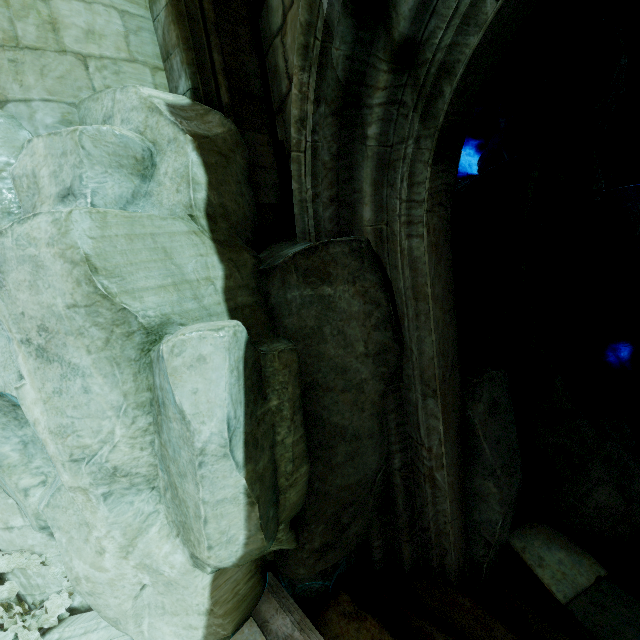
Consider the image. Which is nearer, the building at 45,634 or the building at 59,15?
the building at 59,15

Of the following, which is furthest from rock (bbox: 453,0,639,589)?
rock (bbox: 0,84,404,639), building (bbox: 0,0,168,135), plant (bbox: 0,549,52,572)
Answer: plant (bbox: 0,549,52,572)

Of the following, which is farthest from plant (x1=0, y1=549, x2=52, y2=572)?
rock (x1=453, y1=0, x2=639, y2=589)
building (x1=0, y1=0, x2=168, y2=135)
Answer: rock (x1=453, y1=0, x2=639, y2=589)

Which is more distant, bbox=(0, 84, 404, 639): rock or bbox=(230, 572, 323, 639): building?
bbox=(230, 572, 323, 639): building

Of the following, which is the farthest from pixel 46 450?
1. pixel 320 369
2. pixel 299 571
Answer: pixel 299 571

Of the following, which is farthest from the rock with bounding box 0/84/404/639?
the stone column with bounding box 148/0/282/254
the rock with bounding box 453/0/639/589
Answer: the rock with bounding box 453/0/639/589

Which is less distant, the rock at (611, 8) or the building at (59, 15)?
the building at (59, 15)

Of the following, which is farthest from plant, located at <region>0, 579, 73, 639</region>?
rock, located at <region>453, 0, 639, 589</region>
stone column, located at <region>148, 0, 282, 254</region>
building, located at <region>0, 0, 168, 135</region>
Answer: rock, located at <region>453, 0, 639, 589</region>
